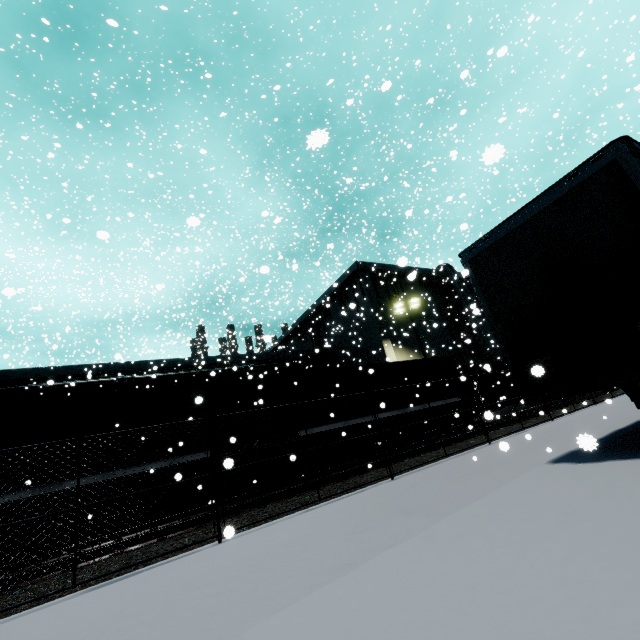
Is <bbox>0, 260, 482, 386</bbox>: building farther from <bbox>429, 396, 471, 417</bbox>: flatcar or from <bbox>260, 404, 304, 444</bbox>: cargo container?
<bbox>429, 396, 471, 417</bbox>: flatcar

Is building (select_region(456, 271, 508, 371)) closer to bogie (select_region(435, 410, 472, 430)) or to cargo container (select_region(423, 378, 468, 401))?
cargo container (select_region(423, 378, 468, 401))

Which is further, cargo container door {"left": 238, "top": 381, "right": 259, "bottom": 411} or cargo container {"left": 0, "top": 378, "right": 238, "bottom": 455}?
cargo container door {"left": 238, "top": 381, "right": 259, "bottom": 411}

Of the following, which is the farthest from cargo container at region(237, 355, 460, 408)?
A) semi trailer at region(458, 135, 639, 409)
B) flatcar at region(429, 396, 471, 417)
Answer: semi trailer at region(458, 135, 639, 409)

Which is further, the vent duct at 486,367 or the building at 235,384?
the vent duct at 486,367

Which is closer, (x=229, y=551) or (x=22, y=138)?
(x=229, y=551)

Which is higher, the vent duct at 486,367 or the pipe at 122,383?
the pipe at 122,383

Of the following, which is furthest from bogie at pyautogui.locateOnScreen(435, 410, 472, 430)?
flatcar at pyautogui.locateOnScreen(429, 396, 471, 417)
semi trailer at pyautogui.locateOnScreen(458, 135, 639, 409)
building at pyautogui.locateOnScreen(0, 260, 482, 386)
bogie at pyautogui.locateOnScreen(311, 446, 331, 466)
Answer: bogie at pyautogui.locateOnScreen(311, 446, 331, 466)
